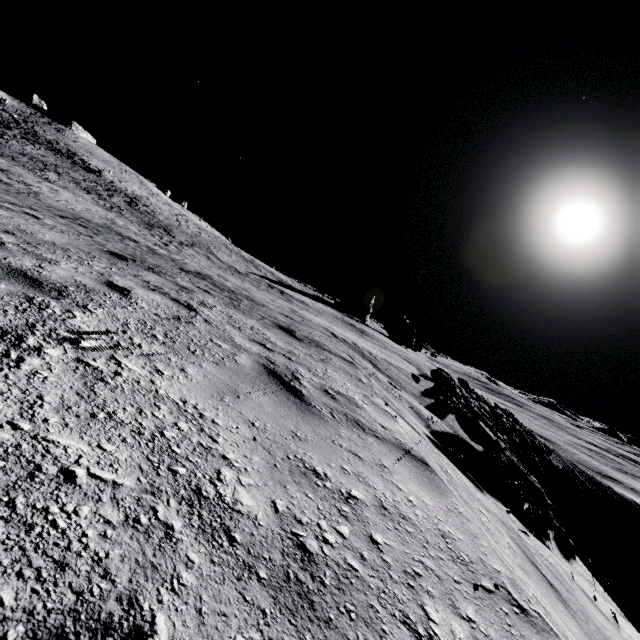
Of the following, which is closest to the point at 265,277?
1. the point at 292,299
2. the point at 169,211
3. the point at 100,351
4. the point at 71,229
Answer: the point at 292,299
